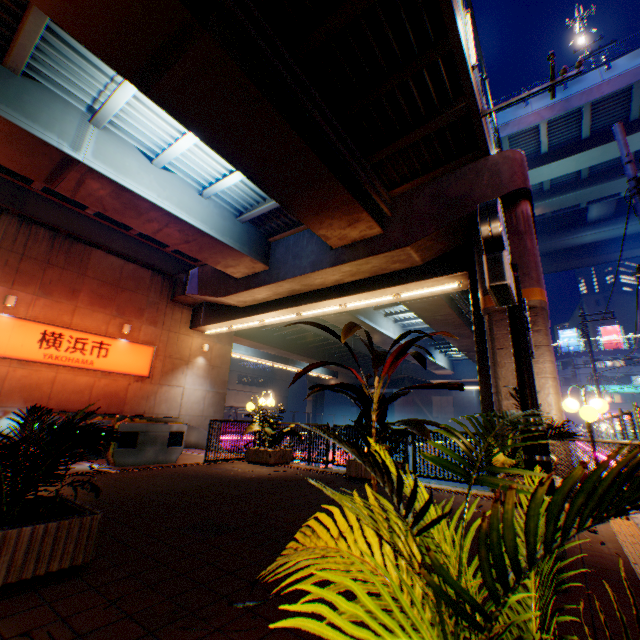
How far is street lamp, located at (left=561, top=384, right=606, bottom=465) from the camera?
5.87m

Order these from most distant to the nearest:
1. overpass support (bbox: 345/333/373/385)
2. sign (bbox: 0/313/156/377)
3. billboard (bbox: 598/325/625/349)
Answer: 1. billboard (bbox: 598/325/625/349)
2. overpass support (bbox: 345/333/373/385)
3. sign (bbox: 0/313/156/377)

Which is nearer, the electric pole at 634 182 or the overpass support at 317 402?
the electric pole at 634 182

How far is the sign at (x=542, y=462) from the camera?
3.1 meters

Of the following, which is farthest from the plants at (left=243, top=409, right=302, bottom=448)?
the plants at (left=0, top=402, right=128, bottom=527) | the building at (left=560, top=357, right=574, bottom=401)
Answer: the building at (left=560, top=357, right=574, bottom=401)

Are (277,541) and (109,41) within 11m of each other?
yes

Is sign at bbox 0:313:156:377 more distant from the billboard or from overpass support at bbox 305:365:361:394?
the billboard

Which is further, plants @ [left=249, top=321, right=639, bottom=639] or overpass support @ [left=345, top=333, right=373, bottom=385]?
overpass support @ [left=345, top=333, right=373, bottom=385]
